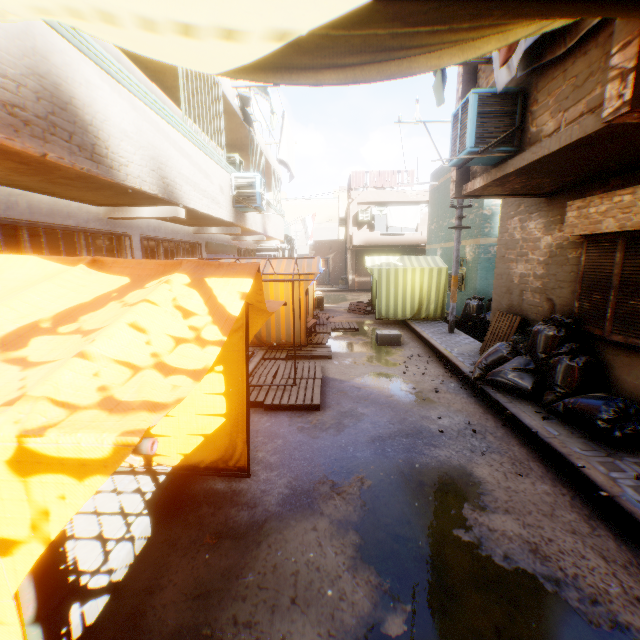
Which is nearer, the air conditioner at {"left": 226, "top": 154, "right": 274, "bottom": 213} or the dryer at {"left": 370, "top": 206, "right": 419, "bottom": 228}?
the air conditioner at {"left": 226, "top": 154, "right": 274, "bottom": 213}

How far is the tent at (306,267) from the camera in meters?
8.9

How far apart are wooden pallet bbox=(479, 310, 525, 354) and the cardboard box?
1.8m

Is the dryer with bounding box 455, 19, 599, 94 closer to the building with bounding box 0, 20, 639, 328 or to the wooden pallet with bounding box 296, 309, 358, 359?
the building with bounding box 0, 20, 639, 328

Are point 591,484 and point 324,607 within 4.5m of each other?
yes

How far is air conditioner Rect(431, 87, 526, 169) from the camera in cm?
447

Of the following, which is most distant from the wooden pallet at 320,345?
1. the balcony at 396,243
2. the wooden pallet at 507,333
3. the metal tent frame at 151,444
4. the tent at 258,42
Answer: the wooden pallet at 507,333

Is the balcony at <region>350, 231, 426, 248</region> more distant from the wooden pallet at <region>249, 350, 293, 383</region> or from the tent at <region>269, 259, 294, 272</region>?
the wooden pallet at <region>249, 350, 293, 383</region>
